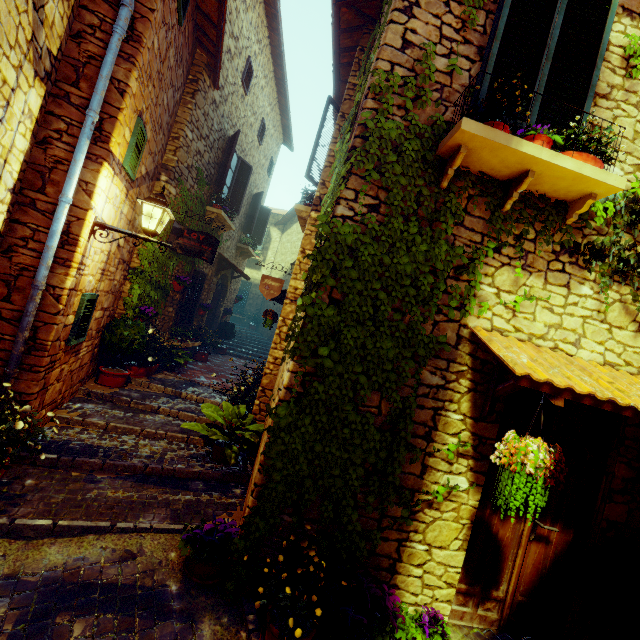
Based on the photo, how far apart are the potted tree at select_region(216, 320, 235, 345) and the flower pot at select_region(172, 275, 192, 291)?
4.1m

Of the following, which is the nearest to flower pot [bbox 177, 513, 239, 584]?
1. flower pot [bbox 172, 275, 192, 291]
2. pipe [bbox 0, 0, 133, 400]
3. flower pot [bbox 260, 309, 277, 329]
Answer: pipe [bbox 0, 0, 133, 400]

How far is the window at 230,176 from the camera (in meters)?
8.36

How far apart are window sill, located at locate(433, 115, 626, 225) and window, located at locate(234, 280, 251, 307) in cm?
1814

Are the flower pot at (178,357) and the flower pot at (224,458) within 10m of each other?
yes

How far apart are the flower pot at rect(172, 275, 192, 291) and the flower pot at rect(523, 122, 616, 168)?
7.5 meters

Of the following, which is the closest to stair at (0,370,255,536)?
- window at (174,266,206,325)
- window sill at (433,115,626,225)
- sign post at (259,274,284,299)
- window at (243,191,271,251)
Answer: window at (174,266,206,325)

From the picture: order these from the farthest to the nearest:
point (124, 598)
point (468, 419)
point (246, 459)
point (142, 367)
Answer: point (142, 367) < point (246, 459) < point (468, 419) < point (124, 598)
